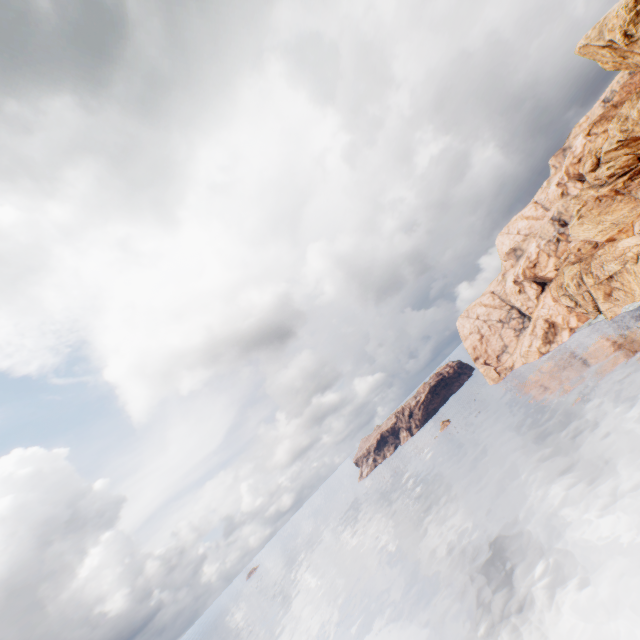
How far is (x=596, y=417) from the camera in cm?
5541
